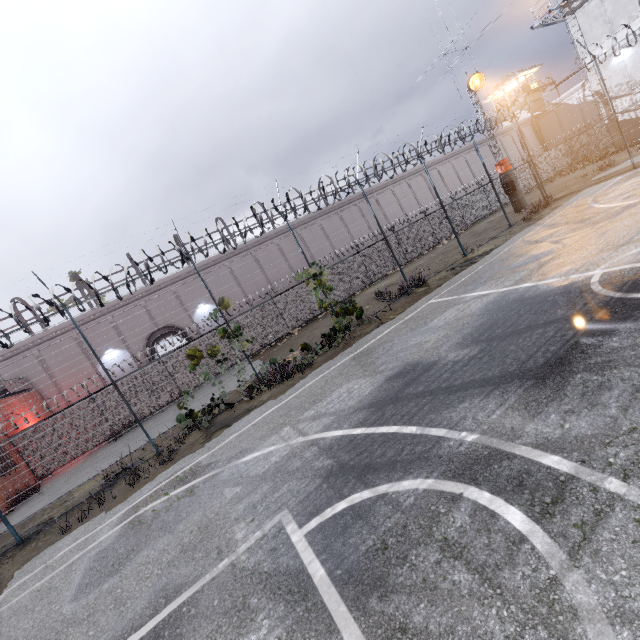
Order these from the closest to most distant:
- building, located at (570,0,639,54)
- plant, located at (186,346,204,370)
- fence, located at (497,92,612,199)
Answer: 1. plant, located at (186,346,204,370)
2. fence, located at (497,92,612,199)
3. building, located at (570,0,639,54)

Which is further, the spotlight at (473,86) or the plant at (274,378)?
the spotlight at (473,86)

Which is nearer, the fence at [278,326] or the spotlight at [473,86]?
the fence at [278,326]

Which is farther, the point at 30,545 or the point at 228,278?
the point at 228,278

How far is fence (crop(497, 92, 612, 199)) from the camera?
18.66m

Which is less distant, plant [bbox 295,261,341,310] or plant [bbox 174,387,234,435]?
plant [bbox 174,387,234,435]

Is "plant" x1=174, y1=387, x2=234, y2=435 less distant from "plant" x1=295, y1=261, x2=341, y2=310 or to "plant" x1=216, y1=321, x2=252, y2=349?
"plant" x1=216, y1=321, x2=252, y2=349

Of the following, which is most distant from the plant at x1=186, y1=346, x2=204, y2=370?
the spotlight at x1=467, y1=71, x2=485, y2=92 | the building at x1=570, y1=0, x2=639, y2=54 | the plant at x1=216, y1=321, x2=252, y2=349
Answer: the building at x1=570, y1=0, x2=639, y2=54
